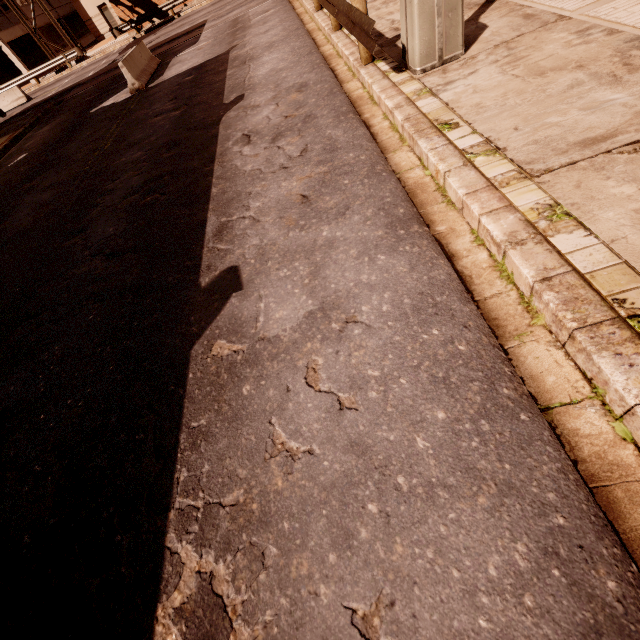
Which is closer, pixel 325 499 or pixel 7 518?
pixel 325 499

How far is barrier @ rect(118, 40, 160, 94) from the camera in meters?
12.8 m

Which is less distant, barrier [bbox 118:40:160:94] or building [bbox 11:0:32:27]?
barrier [bbox 118:40:160:94]

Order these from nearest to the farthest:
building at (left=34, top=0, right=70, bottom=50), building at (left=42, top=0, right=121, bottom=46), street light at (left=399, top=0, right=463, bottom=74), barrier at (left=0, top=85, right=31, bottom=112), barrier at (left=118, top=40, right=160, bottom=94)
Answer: street light at (left=399, top=0, right=463, bottom=74) → barrier at (left=118, top=40, right=160, bottom=94) → barrier at (left=0, top=85, right=31, bottom=112) → building at (left=34, top=0, right=70, bottom=50) → building at (left=42, top=0, right=121, bottom=46)

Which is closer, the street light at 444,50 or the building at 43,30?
the street light at 444,50

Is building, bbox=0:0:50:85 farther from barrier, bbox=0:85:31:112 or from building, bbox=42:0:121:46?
barrier, bbox=0:85:31:112

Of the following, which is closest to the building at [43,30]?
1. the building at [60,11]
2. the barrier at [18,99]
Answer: the building at [60,11]

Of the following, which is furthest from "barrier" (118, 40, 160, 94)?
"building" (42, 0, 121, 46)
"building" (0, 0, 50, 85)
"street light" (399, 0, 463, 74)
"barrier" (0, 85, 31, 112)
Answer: "building" (42, 0, 121, 46)
